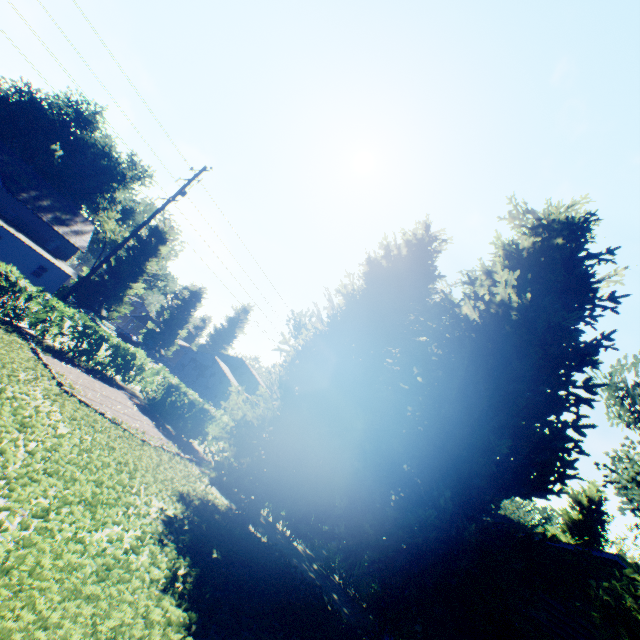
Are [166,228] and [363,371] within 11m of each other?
no

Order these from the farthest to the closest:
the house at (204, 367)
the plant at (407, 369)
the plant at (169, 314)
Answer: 1. the plant at (169, 314)
2. the house at (204, 367)
3. the plant at (407, 369)

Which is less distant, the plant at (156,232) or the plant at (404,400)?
the plant at (404,400)

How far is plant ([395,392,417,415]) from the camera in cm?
2508

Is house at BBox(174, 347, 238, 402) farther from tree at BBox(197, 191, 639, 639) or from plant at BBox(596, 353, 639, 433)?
tree at BBox(197, 191, 639, 639)

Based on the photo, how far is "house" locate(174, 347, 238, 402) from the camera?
54.4m
